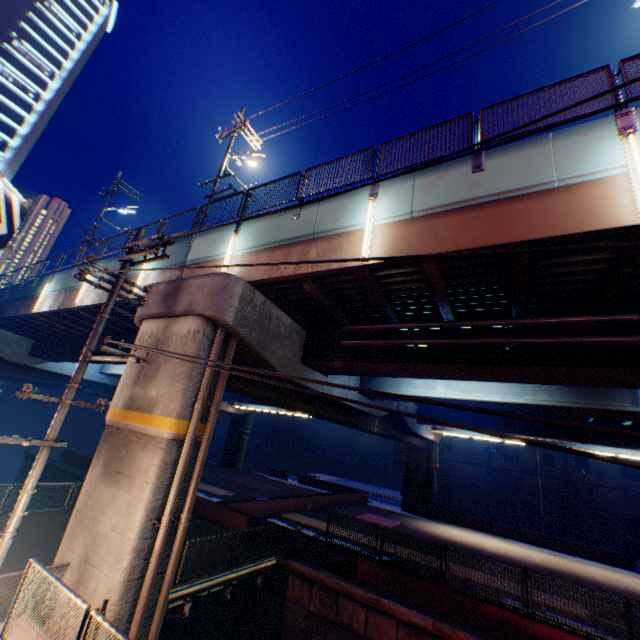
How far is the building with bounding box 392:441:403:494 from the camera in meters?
43.8

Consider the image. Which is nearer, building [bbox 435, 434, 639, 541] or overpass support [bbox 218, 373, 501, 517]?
overpass support [bbox 218, 373, 501, 517]

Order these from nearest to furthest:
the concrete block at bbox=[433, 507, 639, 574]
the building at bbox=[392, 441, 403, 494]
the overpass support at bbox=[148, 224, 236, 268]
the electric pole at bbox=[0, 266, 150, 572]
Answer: the electric pole at bbox=[0, 266, 150, 572] < the overpass support at bbox=[148, 224, 236, 268] < the concrete block at bbox=[433, 507, 639, 574] < the building at bbox=[392, 441, 403, 494]

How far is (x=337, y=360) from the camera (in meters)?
11.19

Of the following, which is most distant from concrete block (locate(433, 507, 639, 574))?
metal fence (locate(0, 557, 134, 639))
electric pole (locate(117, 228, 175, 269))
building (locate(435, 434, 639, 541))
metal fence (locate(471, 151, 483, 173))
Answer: metal fence (locate(471, 151, 483, 173))

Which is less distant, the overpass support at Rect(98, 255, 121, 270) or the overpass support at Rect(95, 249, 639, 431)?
the overpass support at Rect(95, 249, 639, 431)

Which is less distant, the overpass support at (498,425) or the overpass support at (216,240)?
the overpass support at (216,240)

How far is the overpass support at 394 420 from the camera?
13.0 meters
